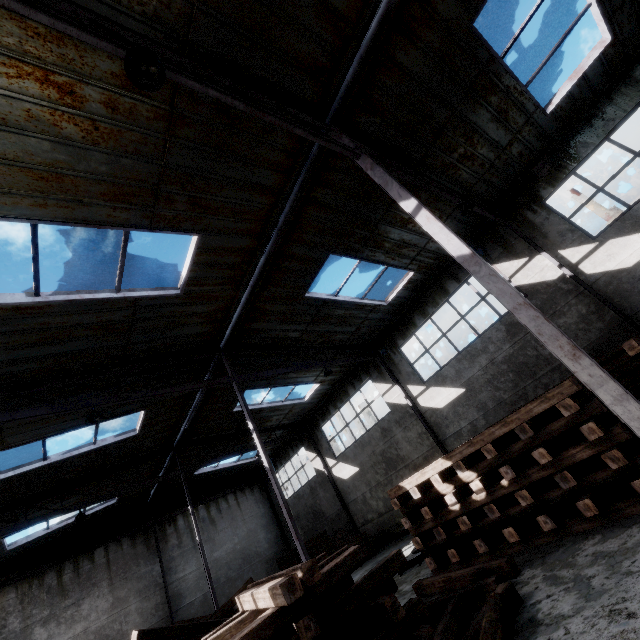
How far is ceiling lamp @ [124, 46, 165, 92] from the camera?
3.6m

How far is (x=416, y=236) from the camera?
11.3 meters

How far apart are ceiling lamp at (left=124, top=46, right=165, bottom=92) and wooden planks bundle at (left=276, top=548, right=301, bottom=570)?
22.7m

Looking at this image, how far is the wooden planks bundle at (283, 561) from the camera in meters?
19.1

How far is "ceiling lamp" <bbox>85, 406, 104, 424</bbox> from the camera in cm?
807

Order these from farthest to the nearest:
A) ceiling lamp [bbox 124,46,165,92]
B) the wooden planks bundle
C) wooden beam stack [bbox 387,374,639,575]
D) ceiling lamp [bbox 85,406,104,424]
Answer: the wooden planks bundle → ceiling lamp [bbox 85,406,104,424] → wooden beam stack [bbox 387,374,639,575] → ceiling lamp [bbox 124,46,165,92]

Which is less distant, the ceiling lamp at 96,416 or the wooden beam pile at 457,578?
the wooden beam pile at 457,578

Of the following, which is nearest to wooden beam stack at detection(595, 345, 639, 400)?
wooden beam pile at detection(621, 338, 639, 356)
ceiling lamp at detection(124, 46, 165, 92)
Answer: wooden beam pile at detection(621, 338, 639, 356)
